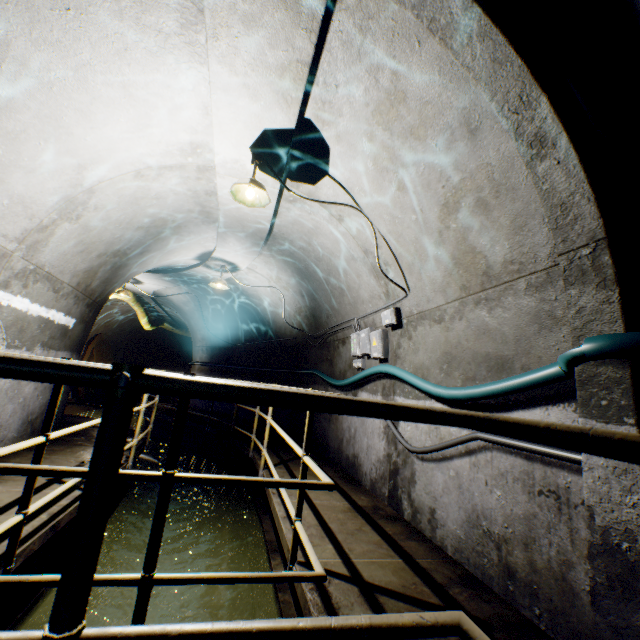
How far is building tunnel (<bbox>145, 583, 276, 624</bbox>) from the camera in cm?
301

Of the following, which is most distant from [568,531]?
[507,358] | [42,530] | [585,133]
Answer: [42,530]

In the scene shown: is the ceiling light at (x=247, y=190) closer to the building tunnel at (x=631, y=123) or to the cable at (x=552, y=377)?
the building tunnel at (x=631, y=123)

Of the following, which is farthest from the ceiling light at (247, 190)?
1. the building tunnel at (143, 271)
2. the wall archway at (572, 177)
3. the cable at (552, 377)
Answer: the cable at (552, 377)

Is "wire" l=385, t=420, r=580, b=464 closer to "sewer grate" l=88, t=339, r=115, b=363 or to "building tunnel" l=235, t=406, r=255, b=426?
"building tunnel" l=235, t=406, r=255, b=426

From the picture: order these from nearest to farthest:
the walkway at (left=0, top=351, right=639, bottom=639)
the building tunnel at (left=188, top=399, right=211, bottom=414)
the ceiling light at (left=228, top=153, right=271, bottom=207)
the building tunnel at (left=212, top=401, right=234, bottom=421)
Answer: the walkway at (left=0, top=351, right=639, bottom=639) < the ceiling light at (left=228, top=153, right=271, bottom=207) < the building tunnel at (left=212, top=401, right=234, bottom=421) < the building tunnel at (left=188, top=399, right=211, bottom=414)

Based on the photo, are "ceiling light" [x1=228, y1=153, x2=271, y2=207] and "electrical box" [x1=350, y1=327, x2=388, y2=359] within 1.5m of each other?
no

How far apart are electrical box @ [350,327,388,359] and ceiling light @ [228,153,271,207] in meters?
2.3 m
